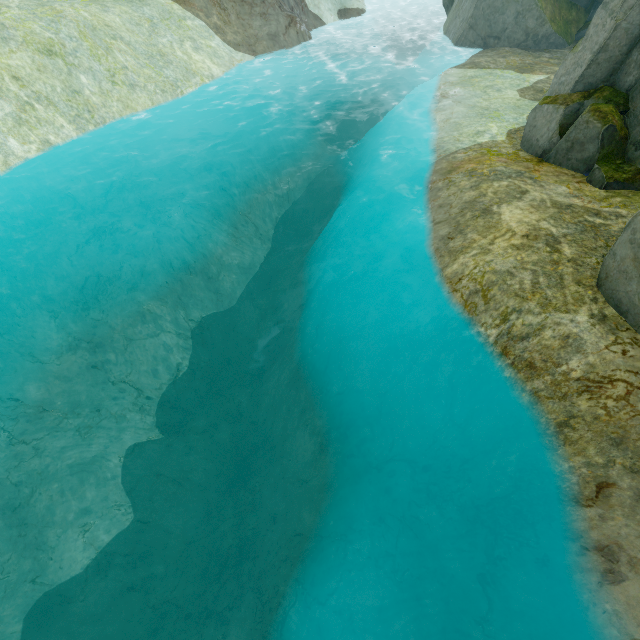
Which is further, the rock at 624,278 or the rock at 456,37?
the rock at 456,37

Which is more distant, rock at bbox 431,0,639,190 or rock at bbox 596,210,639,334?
rock at bbox 431,0,639,190

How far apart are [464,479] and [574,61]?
12.9m
